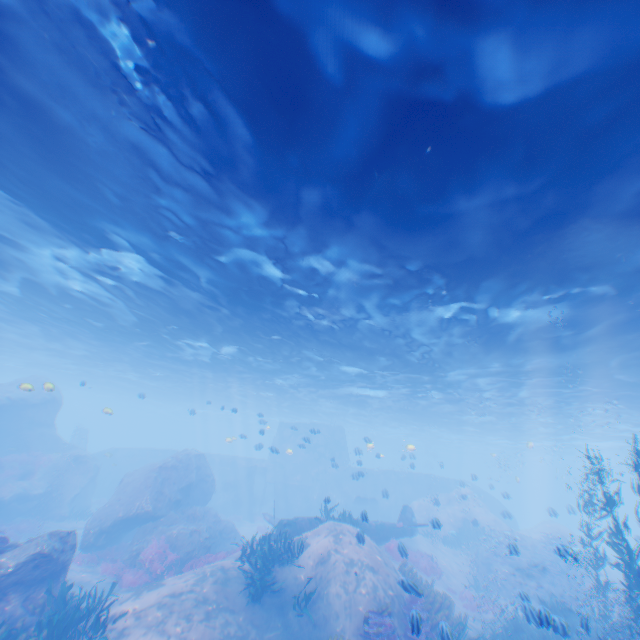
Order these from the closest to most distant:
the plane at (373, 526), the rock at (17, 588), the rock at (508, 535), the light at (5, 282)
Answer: the light at (5, 282) < the rock at (17, 588) < the plane at (373, 526) < the rock at (508, 535)

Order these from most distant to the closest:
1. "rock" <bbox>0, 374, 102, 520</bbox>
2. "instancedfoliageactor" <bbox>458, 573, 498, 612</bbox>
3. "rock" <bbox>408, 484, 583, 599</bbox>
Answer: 1. "rock" <bbox>0, 374, 102, 520</bbox>
2. "rock" <bbox>408, 484, 583, 599</bbox>
3. "instancedfoliageactor" <bbox>458, 573, 498, 612</bbox>

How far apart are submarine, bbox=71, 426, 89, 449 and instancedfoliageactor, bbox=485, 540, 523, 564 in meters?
44.9

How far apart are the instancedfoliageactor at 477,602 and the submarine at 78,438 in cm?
4280

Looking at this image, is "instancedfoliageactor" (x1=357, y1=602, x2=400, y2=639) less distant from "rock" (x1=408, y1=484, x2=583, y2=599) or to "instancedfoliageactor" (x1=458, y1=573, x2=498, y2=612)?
"rock" (x1=408, y1=484, x2=583, y2=599)

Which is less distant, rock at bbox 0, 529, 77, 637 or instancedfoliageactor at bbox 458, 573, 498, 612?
rock at bbox 0, 529, 77, 637

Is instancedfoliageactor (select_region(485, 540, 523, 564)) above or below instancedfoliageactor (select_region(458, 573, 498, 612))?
above

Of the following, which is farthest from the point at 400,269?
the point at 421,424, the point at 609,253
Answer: the point at 421,424
